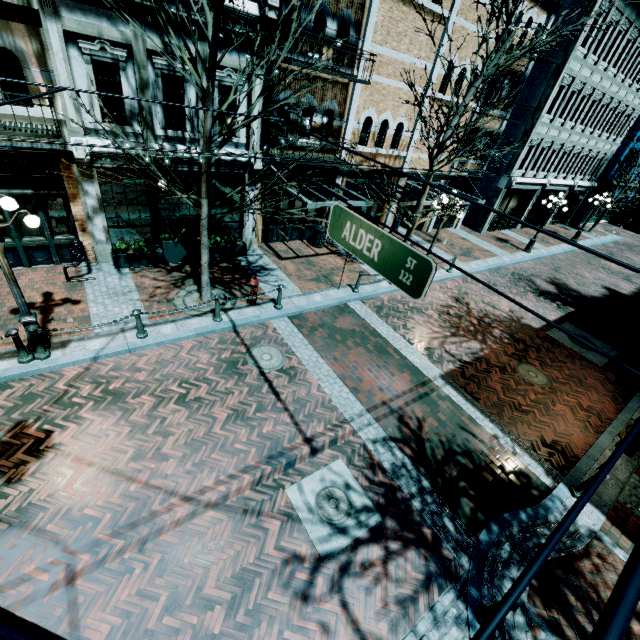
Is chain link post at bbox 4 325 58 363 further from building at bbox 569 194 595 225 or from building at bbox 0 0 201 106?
building at bbox 569 194 595 225

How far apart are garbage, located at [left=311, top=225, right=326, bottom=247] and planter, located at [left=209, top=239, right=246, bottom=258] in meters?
3.4 m

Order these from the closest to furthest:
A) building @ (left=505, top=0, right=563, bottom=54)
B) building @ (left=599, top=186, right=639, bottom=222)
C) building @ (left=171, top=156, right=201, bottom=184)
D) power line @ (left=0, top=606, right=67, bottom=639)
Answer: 1. power line @ (left=0, top=606, right=67, bottom=639)
2. building @ (left=171, top=156, right=201, bottom=184)
3. building @ (left=505, top=0, right=563, bottom=54)
4. building @ (left=599, top=186, right=639, bottom=222)

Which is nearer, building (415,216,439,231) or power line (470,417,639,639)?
power line (470,417,639,639)

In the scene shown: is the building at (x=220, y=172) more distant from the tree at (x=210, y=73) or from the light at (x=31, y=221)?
the light at (x=31, y=221)

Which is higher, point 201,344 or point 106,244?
point 106,244

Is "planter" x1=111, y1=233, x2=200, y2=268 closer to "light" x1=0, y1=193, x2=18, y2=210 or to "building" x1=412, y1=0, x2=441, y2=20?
"building" x1=412, y1=0, x2=441, y2=20

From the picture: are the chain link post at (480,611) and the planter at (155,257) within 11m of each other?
no
